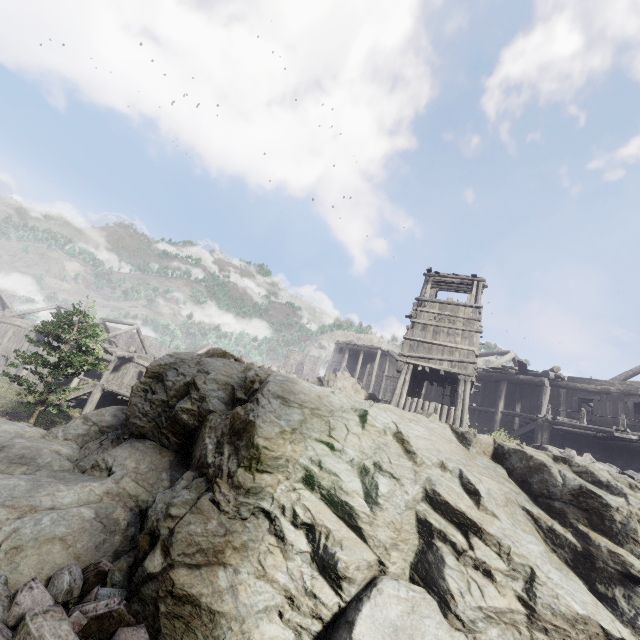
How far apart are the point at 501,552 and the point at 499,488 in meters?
1.7

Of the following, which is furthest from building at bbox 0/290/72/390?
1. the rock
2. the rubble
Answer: the rubble

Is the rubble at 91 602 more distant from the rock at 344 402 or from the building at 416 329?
the building at 416 329

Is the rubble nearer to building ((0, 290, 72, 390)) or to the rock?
the rock

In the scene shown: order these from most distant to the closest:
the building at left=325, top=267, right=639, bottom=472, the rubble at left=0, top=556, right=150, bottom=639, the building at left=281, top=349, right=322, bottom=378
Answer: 1. the building at left=281, top=349, right=322, bottom=378
2. the building at left=325, top=267, right=639, bottom=472
3. the rubble at left=0, top=556, right=150, bottom=639

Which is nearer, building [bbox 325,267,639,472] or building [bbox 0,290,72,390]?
building [bbox 325,267,639,472]

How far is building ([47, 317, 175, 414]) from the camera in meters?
26.2

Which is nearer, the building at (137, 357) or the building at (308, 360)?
the building at (137, 357)
